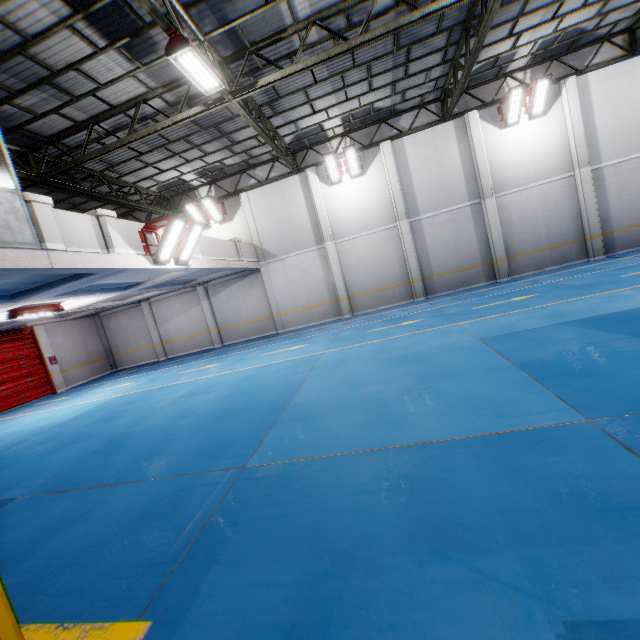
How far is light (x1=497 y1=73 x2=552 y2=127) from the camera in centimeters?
1338cm

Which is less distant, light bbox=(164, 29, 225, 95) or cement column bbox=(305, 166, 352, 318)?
light bbox=(164, 29, 225, 95)

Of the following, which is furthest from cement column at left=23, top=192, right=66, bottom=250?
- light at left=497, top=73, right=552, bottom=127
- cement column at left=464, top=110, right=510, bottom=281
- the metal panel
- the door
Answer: light at left=497, top=73, right=552, bottom=127

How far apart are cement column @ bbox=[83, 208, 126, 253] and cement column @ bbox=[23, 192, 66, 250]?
1.1m

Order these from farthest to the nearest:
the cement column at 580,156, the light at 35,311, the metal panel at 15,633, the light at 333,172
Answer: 1. the light at 333,172
2. the cement column at 580,156
3. the light at 35,311
4. the metal panel at 15,633

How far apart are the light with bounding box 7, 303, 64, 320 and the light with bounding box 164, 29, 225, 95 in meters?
9.7

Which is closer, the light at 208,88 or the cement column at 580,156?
the light at 208,88

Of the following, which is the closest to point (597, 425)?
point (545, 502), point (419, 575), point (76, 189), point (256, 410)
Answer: point (545, 502)
